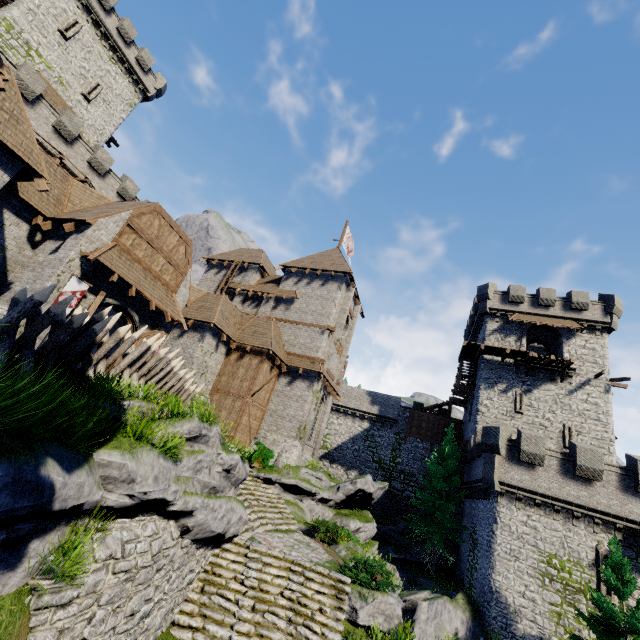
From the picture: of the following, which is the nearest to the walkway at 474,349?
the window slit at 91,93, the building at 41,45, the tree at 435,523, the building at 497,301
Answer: the building at 497,301

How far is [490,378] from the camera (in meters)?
29.14

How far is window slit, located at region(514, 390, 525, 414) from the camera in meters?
27.2

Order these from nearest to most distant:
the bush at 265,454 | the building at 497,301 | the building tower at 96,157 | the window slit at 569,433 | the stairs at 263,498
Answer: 1. the stairs at 263,498
2. the bush at 265,454
3. the building tower at 96,157
4. the window slit at 569,433
5. the building at 497,301

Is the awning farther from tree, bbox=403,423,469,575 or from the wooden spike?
tree, bbox=403,423,469,575

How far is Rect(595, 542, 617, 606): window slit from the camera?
17.23m

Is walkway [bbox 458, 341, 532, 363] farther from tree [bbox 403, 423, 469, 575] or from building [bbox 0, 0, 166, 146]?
building [bbox 0, 0, 166, 146]

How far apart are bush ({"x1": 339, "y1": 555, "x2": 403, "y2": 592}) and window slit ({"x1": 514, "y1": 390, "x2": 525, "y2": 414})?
19.7 meters
